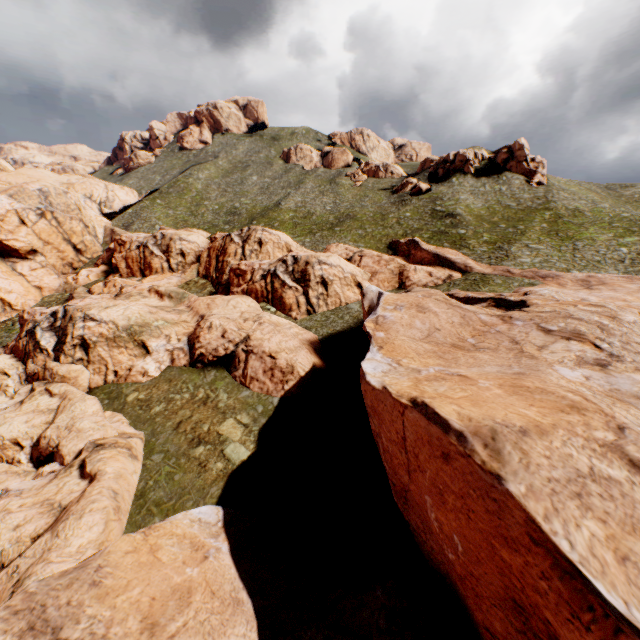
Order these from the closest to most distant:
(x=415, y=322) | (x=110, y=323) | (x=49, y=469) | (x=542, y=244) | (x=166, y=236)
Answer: (x=49, y=469)
(x=415, y=322)
(x=110, y=323)
(x=542, y=244)
(x=166, y=236)
